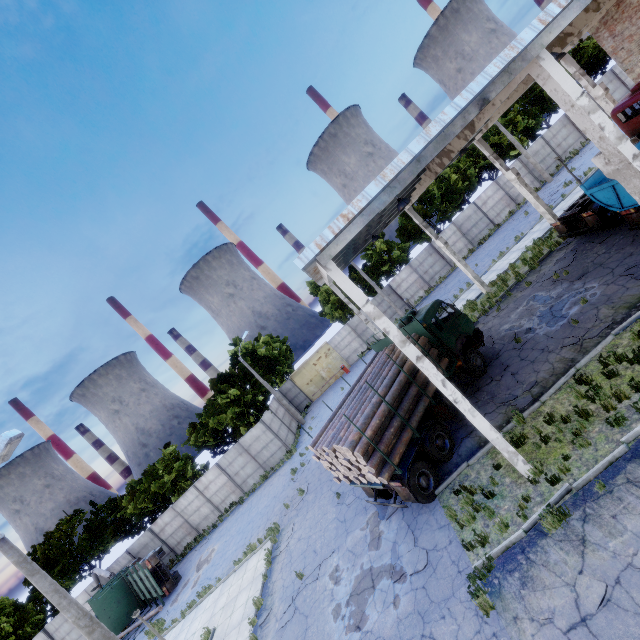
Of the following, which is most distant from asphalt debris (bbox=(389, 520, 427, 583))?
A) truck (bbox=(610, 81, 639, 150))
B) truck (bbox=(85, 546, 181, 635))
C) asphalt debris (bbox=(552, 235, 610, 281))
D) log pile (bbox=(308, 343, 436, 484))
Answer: truck (bbox=(85, 546, 181, 635))

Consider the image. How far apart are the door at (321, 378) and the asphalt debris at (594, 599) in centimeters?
2846cm

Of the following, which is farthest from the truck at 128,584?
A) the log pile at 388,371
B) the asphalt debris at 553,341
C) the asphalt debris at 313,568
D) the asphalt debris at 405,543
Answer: the asphalt debris at 553,341

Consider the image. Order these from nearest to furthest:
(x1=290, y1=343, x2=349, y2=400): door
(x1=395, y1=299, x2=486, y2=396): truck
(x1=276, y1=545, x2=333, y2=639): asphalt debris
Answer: (x1=276, y1=545, x2=333, y2=639): asphalt debris, (x1=395, y1=299, x2=486, y2=396): truck, (x1=290, y1=343, x2=349, y2=400): door

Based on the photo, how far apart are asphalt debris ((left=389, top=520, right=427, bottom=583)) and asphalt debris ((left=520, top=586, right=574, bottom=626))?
2.68m

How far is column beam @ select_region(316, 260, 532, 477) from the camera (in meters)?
8.10

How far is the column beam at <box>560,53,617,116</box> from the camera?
19.5 meters

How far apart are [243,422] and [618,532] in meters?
26.7 m
